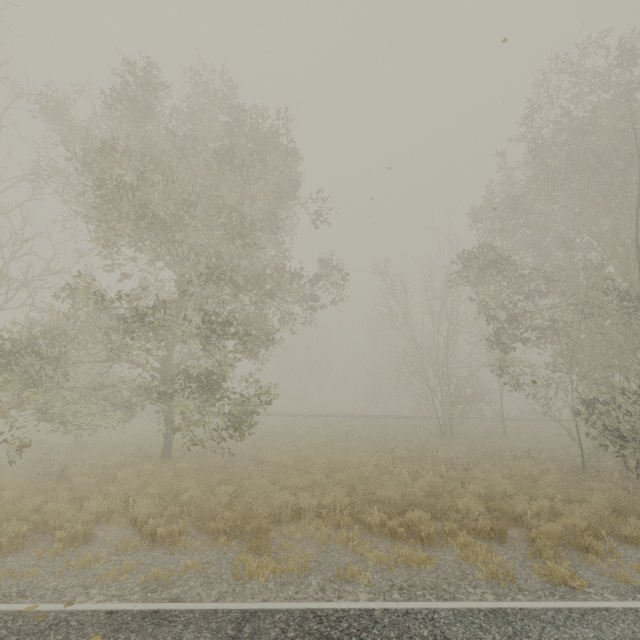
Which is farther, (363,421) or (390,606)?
(363,421)

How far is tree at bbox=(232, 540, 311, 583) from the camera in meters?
5.4

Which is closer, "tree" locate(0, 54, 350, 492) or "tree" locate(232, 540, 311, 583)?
"tree" locate(232, 540, 311, 583)

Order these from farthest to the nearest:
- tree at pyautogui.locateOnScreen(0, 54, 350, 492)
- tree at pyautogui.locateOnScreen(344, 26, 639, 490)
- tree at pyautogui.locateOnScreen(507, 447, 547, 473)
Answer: tree at pyautogui.locateOnScreen(507, 447, 547, 473) < tree at pyautogui.locateOnScreen(344, 26, 639, 490) < tree at pyautogui.locateOnScreen(0, 54, 350, 492)

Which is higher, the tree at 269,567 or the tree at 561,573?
the tree at 561,573

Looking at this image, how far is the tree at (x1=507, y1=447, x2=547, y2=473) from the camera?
13.19m

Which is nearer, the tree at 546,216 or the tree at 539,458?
the tree at 546,216

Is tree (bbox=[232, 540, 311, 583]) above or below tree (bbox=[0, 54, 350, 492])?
below
